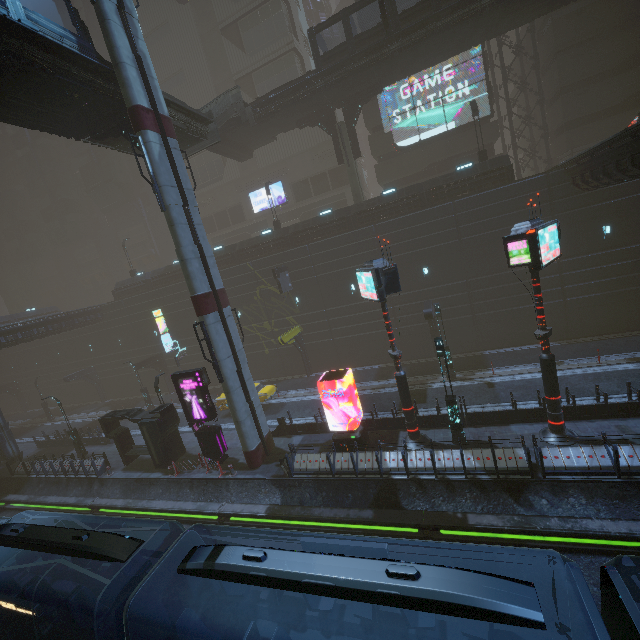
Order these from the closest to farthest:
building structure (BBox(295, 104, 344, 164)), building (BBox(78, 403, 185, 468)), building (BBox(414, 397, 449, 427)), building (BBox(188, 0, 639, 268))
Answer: building (BBox(414, 397, 449, 427)) → building (BBox(78, 403, 185, 468)) → building (BBox(188, 0, 639, 268)) → building structure (BBox(295, 104, 344, 164))

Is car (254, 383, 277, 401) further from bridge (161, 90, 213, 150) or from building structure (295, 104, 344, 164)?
building structure (295, 104, 344, 164)

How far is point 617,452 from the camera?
11.3 meters

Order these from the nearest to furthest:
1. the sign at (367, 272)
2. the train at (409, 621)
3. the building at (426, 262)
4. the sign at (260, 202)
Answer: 1. the train at (409, 621)
2. the sign at (367, 272)
3. the building at (426, 262)
4. the sign at (260, 202)

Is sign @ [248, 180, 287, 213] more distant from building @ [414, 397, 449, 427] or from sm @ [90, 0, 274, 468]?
sm @ [90, 0, 274, 468]

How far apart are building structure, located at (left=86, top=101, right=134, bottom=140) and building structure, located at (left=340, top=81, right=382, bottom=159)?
17.4m

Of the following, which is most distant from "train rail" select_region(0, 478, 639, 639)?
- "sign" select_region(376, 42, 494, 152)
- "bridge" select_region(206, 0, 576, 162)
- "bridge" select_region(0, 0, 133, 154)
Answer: "sign" select_region(376, 42, 494, 152)

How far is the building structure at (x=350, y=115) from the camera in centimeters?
2681cm
